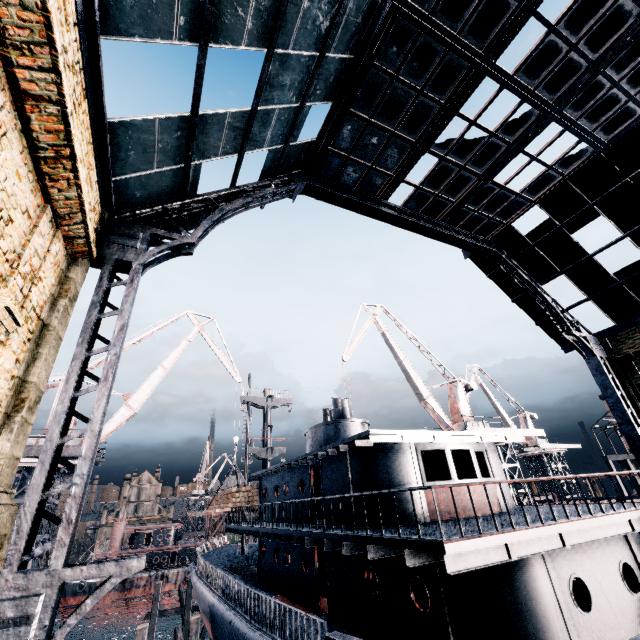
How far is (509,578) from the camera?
7.50m

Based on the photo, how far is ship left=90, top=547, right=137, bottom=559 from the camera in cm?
5781

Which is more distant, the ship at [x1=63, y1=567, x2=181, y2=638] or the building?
the ship at [x1=63, y1=567, x2=181, y2=638]

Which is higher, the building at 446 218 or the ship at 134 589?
the building at 446 218

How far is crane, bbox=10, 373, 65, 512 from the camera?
19.2m

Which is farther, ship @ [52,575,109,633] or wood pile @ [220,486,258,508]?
ship @ [52,575,109,633]

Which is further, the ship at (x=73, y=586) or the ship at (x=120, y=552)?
the ship at (x=120, y=552)

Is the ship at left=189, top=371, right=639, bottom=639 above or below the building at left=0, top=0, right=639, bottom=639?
below
